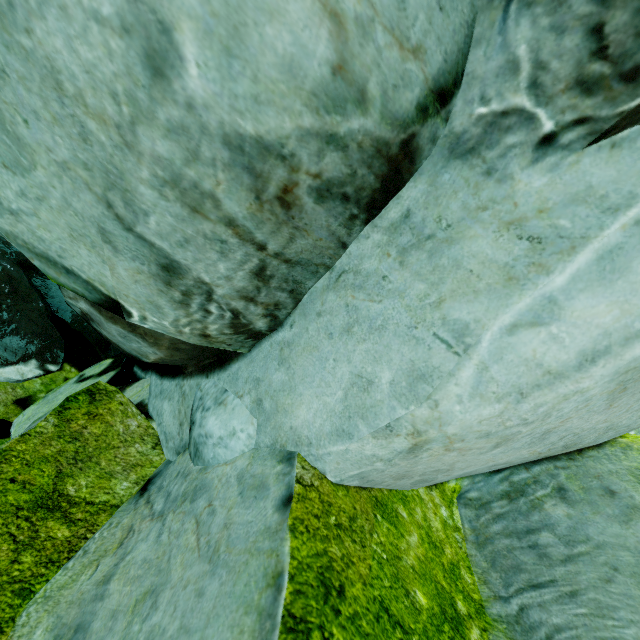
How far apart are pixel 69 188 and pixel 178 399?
1.23m
